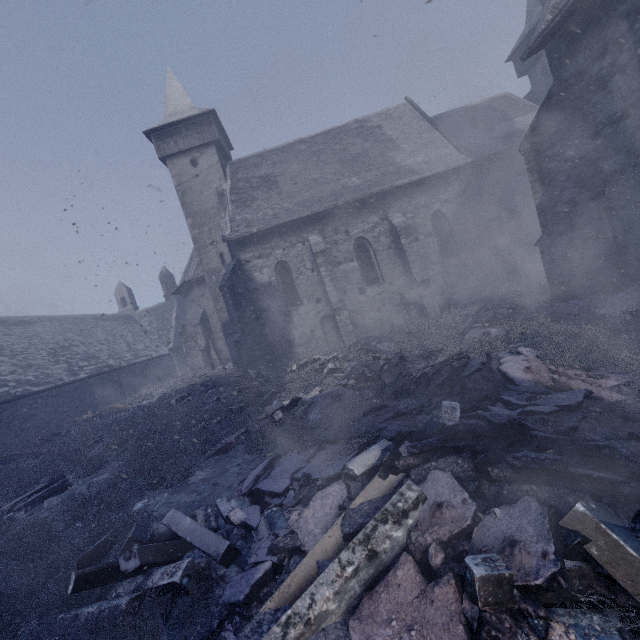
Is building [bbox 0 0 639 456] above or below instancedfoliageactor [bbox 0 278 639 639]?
above

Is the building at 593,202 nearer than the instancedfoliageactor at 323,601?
No

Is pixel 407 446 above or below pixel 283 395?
above

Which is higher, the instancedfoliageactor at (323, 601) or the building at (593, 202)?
the building at (593, 202)

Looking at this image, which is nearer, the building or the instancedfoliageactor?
the instancedfoliageactor
